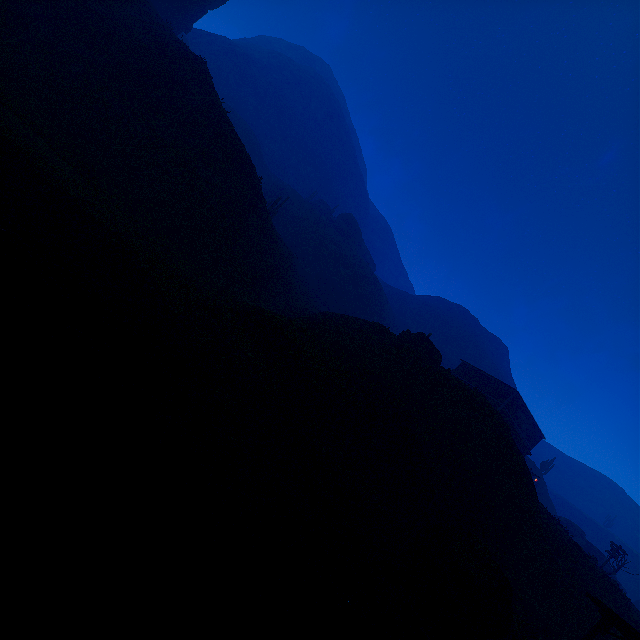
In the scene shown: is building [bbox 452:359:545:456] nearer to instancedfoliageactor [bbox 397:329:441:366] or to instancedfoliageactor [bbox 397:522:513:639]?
instancedfoliageactor [bbox 397:522:513:639]

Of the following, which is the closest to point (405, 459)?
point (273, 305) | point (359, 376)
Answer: point (359, 376)

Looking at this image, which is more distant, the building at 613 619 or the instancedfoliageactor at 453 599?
the building at 613 619

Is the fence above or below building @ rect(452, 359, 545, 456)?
below

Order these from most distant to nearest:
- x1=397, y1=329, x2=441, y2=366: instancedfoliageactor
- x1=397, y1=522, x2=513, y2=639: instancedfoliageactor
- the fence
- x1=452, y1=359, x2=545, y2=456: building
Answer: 1. x1=452, y1=359, x2=545, y2=456: building
2. x1=397, y1=329, x2=441, y2=366: instancedfoliageactor
3. the fence
4. x1=397, y1=522, x2=513, y2=639: instancedfoliageactor

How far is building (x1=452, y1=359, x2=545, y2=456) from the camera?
34.6m

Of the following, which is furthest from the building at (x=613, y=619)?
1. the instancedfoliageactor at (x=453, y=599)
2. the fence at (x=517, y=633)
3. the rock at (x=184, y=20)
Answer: the rock at (x=184, y=20)

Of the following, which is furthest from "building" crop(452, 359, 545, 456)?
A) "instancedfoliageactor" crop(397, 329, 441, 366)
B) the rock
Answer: the rock
